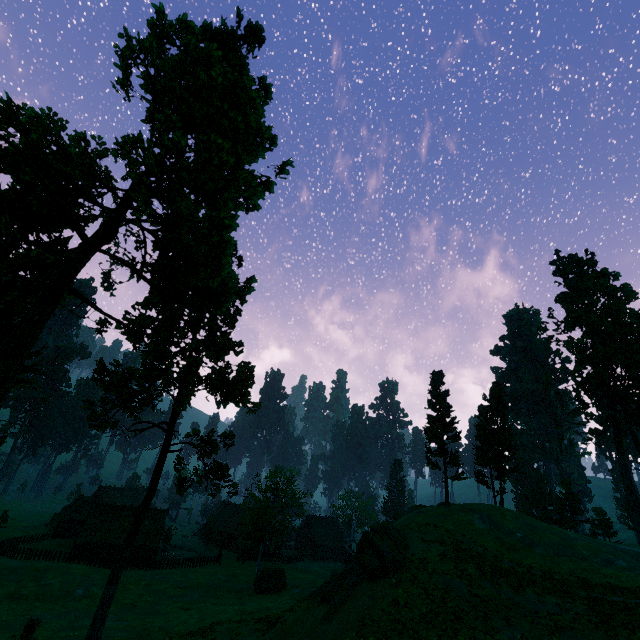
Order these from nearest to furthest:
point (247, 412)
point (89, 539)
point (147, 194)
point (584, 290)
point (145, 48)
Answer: point (147, 194) < point (145, 48) < point (247, 412) < point (584, 290) < point (89, 539)

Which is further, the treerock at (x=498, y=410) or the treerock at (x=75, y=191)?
the treerock at (x=498, y=410)

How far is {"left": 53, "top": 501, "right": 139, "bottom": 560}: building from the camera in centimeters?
5091cm

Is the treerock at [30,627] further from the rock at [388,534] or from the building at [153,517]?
the rock at [388,534]

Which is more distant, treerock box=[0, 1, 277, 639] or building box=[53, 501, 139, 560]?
building box=[53, 501, 139, 560]

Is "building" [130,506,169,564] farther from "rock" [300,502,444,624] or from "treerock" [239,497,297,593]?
"rock" [300,502,444,624]

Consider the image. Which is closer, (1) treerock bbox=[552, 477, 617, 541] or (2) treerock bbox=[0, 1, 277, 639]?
(2) treerock bbox=[0, 1, 277, 639]
